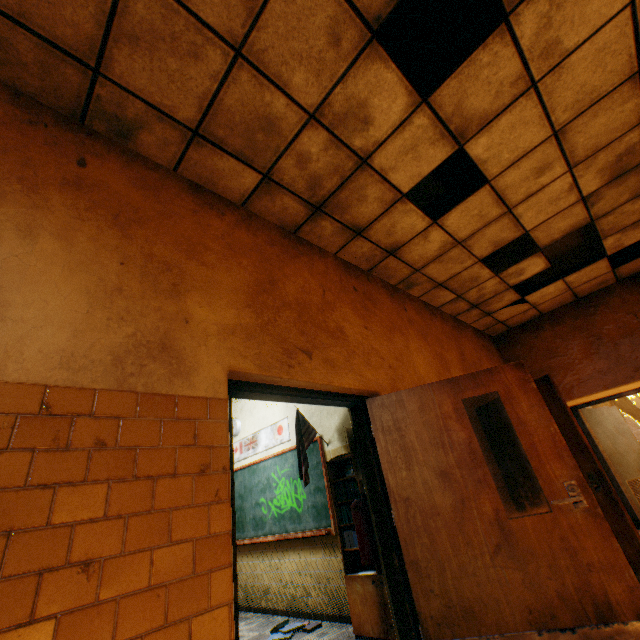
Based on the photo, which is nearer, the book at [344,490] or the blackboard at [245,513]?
the book at [344,490]

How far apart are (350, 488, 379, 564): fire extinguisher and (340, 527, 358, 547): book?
0.5 meters

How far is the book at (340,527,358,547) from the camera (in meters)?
3.80

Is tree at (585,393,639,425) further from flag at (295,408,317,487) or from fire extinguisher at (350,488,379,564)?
fire extinguisher at (350,488,379,564)

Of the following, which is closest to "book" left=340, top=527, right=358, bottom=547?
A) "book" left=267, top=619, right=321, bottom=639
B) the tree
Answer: "book" left=267, top=619, right=321, bottom=639

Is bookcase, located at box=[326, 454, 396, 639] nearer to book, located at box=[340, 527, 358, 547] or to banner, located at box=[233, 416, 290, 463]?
book, located at box=[340, 527, 358, 547]

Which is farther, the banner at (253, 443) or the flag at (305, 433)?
the banner at (253, 443)

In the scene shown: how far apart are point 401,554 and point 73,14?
4.4 meters
